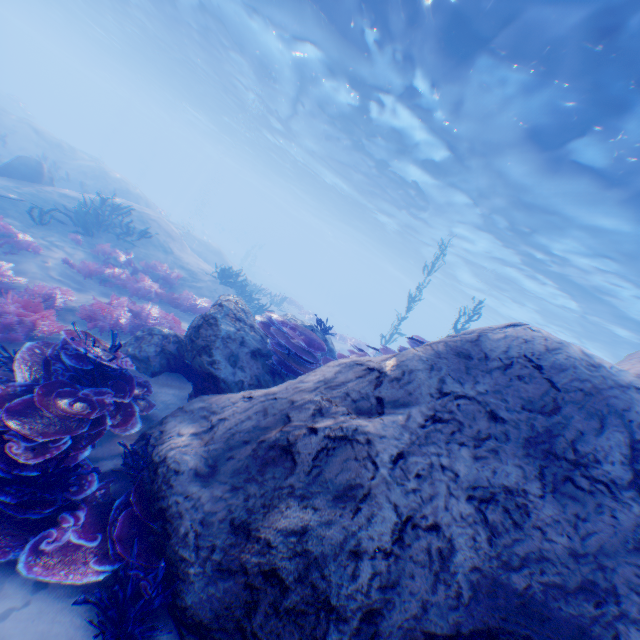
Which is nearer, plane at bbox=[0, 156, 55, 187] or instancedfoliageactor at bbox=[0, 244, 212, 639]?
instancedfoliageactor at bbox=[0, 244, 212, 639]

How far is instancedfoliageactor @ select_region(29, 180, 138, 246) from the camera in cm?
1049

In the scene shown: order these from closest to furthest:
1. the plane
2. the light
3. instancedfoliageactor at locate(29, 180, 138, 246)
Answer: the light < instancedfoliageactor at locate(29, 180, 138, 246) < the plane

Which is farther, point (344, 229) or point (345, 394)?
point (344, 229)

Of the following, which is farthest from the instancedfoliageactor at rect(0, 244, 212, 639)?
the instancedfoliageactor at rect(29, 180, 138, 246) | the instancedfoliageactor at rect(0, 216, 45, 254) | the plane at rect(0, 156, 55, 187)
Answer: the instancedfoliageactor at rect(29, 180, 138, 246)

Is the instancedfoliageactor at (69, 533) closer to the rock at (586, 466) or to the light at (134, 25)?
the rock at (586, 466)

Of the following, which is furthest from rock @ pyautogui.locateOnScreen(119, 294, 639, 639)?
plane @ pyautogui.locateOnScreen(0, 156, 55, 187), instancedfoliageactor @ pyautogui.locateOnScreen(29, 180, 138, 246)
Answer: instancedfoliageactor @ pyautogui.locateOnScreen(29, 180, 138, 246)

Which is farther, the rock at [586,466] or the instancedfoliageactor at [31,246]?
the instancedfoliageactor at [31,246]
